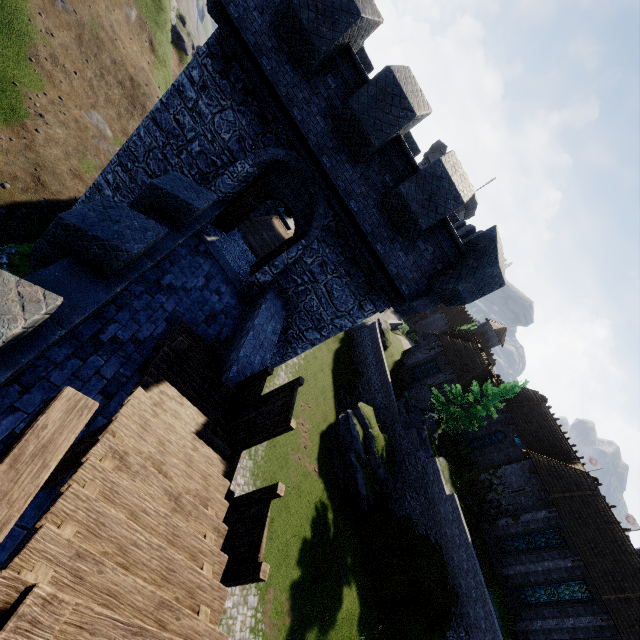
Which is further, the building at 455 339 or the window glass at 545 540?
the building at 455 339

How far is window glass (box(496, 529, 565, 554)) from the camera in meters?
23.8

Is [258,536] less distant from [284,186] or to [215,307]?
[215,307]

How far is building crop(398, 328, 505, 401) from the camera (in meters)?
35.00

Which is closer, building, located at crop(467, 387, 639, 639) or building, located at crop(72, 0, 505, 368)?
building, located at crop(72, 0, 505, 368)

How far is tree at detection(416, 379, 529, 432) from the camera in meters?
27.4 m

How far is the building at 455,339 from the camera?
35.00m

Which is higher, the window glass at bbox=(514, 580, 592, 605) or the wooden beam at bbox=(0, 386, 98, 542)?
the wooden beam at bbox=(0, 386, 98, 542)
